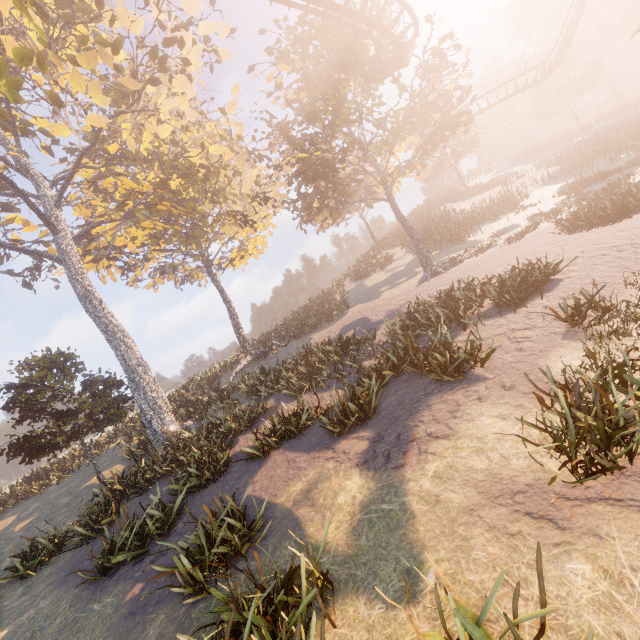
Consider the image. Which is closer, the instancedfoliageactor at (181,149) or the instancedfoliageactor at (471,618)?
the instancedfoliageactor at (471,618)

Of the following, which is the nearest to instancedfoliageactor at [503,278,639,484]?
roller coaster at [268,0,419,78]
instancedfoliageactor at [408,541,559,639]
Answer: roller coaster at [268,0,419,78]

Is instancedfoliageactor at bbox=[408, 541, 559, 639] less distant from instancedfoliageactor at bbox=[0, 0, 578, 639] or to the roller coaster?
instancedfoliageactor at bbox=[0, 0, 578, 639]

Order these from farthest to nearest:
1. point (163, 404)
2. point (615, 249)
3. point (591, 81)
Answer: point (591, 81) < point (163, 404) < point (615, 249)

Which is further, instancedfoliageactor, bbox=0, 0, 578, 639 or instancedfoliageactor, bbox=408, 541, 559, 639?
instancedfoliageactor, bbox=0, 0, 578, 639

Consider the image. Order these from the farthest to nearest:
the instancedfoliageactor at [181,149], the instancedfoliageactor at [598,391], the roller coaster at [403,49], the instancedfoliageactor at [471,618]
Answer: the roller coaster at [403,49]
the instancedfoliageactor at [181,149]
the instancedfoliageactor at [598,391]
the instancedfoliageactor at [471,618]
